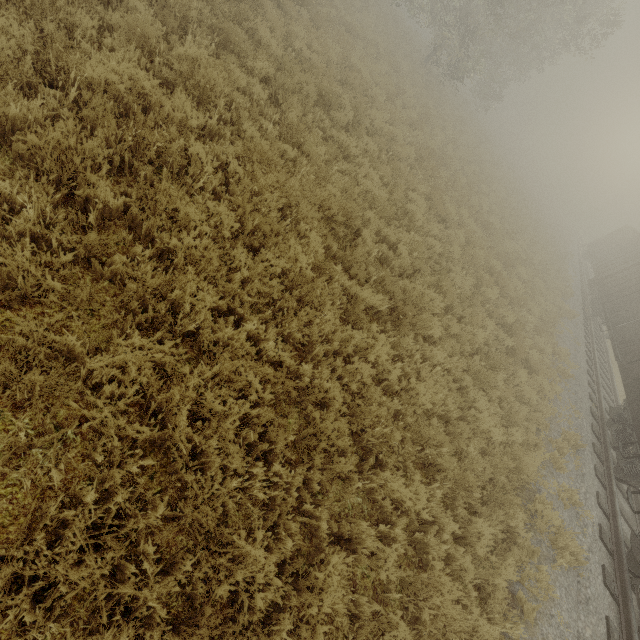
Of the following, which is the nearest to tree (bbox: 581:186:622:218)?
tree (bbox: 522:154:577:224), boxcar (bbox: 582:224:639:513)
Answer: tree (bbox: 522:154:577:224)

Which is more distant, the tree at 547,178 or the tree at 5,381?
the tree at 547,178

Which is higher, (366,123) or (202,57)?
(202,57)

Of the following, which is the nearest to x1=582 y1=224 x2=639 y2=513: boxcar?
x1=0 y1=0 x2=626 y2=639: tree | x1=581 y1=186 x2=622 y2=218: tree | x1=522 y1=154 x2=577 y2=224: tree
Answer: x1=0 y1=0 x2=626 y2=639: tree

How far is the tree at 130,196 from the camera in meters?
3.5

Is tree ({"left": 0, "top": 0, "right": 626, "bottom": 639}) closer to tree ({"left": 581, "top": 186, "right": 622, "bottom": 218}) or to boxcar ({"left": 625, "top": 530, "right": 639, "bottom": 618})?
boxcar ({"left": 625, "top": 530, "right": 639, "bottom": 618})

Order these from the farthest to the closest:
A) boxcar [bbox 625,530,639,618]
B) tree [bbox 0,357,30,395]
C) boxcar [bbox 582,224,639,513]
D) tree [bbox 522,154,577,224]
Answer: tree [bbox 522,154,577,224] < boxcar [bbox 582,224,639,513] < boxcar [bbox 625,530,639,618] < tree [bbox 0,357,30,395]

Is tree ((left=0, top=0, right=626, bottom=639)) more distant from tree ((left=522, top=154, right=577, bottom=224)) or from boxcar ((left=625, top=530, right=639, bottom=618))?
tree ((left=522, top=154, right=577, bottom=224))
